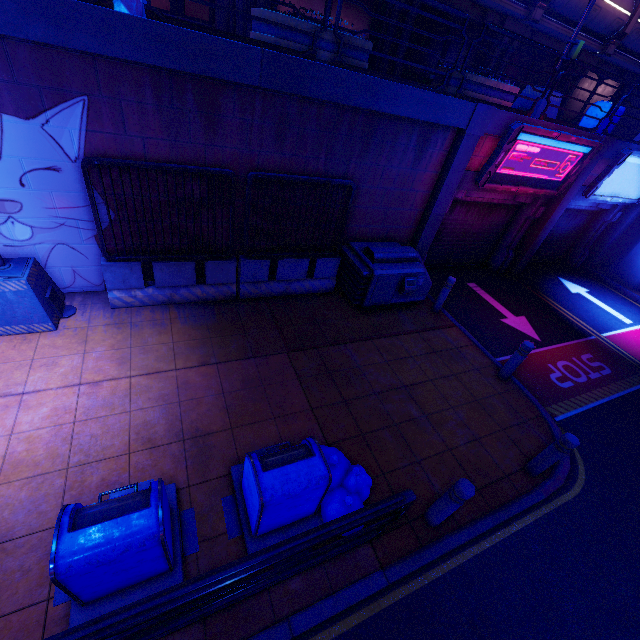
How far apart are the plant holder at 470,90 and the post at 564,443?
7.2 meters

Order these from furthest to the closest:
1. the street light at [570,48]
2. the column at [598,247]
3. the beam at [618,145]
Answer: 1. the column at [598,247]
2. the beam at [618,145]
3. the street light at [570,48]

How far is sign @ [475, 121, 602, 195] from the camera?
7.8 meters

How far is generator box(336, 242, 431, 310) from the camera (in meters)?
7.55

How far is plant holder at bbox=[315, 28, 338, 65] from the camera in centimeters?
567cm

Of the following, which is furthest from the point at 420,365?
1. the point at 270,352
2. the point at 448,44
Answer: the point at 448,44

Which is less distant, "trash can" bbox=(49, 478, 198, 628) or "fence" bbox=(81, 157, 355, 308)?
"trash can" bbox=(49, 478, 198, 628)

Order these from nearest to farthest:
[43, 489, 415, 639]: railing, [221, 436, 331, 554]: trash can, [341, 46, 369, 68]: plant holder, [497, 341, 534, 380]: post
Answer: [43, 489, 415, 639]: railing
[221, 436, 331, 554]: trash can
[341, 46, 369, 68]: plant holder
[497, 341, 534, 380]: post
